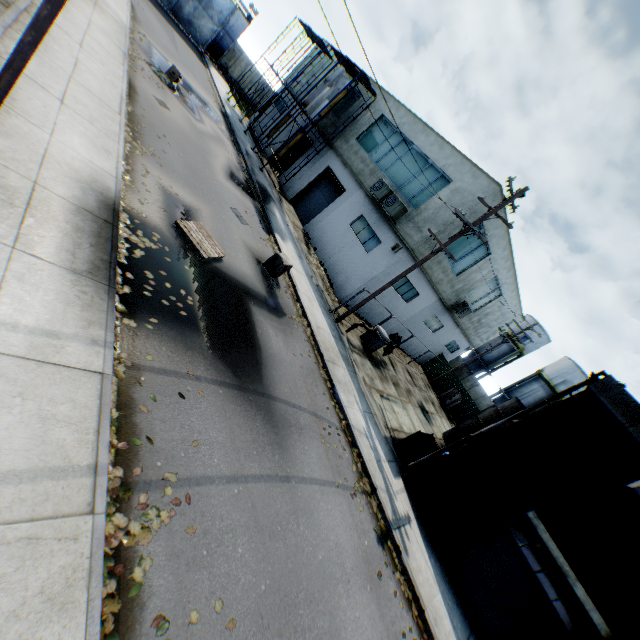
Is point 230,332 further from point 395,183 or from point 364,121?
point 364,121

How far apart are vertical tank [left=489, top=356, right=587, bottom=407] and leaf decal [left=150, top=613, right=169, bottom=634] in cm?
3959

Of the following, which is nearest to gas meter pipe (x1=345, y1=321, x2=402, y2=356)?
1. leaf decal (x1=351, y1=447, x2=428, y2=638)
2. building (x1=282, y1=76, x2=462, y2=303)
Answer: building (x1=282, y1=76, x2=462, y2=303)

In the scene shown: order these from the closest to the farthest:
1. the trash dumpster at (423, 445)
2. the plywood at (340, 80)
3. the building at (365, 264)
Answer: the trash dumpster at (423, 445) → the building at (365, 264) → the plywood at (340, 80)

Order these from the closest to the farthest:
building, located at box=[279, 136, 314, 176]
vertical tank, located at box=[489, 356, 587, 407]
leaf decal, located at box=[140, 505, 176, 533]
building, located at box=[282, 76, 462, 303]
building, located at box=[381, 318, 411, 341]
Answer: leaf decal, located at box=[140, 505, 176, 533] < building, located at box=[282, 76, 462, 303] < building, located at box=[381, 318, 411, 341] < building, located at box=[279, 136, 314, 176] < vertical tank, located at box=[489, 356, 587, 407]

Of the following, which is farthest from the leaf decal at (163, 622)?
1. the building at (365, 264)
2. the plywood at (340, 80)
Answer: the plywood at (340, 80)

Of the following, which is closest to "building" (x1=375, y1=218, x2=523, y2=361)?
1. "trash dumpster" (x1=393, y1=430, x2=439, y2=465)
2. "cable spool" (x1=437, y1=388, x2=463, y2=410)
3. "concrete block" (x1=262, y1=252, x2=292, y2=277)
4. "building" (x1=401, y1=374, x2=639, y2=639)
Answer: "cable spool" (x1=437, y1=388, x2=463, y2=410)

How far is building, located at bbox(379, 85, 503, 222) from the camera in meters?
16.0
